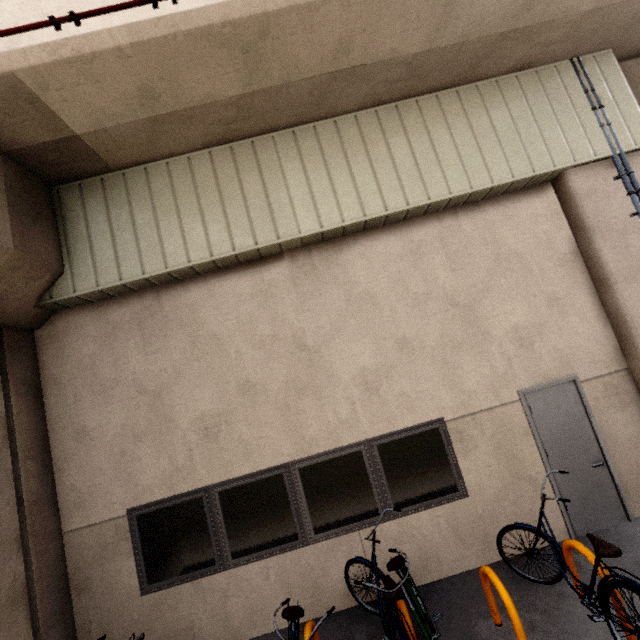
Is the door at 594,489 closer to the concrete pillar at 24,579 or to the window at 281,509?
the window at 281,509

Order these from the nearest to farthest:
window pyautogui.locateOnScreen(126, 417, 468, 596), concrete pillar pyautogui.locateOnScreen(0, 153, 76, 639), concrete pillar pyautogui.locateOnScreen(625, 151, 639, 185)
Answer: concrete pillar pyautogui.locateOnScreen(0, 153, 76, 639) < window pyautogui.locateOnScreen(126, 417, 468, 596) < concrete pillar pyautogui.locateOnScreen(625, 151, 639, 185)

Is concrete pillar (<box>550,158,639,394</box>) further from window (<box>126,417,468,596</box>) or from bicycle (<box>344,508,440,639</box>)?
bicycle (<box>344,508,440,639</box>)

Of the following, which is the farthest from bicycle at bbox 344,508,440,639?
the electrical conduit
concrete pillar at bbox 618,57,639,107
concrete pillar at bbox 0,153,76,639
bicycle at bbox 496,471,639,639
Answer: concrete pillar at bbox 618,57,639,107

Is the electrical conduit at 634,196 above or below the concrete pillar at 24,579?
above

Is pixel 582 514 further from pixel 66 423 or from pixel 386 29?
pixel 66 423

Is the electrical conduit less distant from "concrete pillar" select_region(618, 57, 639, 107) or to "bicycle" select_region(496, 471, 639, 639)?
"concrete pillar" select_region(618, 57, 639, 107)

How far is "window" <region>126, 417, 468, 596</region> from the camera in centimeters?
450cm
